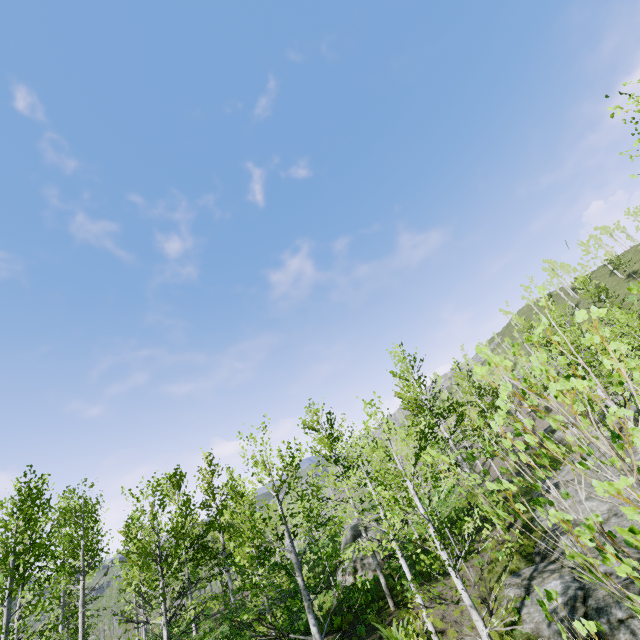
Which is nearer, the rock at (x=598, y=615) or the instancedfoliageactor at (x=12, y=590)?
the instancedfoliageactor at (x=12, y=590)

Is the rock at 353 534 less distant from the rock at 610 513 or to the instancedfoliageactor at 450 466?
the instancedfoliageactor at 450 466

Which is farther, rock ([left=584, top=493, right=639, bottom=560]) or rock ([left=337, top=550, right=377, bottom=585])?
rock ([left=337, top=550, right=377, bottom=585])

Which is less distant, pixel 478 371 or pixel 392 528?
pixel 478 371

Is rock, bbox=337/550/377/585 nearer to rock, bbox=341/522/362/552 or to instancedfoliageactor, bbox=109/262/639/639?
instancedfoliageactor, bbox=109/262/639/639

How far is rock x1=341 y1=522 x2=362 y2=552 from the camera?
27.4 meters

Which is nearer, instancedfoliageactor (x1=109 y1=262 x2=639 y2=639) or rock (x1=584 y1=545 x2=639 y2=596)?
instancedfoliageactor (x1=109 y1=262 x2=639 y2=639)

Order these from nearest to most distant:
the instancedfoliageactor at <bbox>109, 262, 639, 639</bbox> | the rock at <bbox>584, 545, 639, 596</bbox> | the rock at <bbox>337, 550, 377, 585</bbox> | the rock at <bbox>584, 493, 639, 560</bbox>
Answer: the instancedfoliageactor at <bbox>109, 262, 639, 639</bbox> → the rock at <bbox>584, 545, 639, 596</bbox> → the rock at <bbox>584, 493, 639, 560</bbox> → the rock at <bbox>337, 550, 377, 585</bbox>
